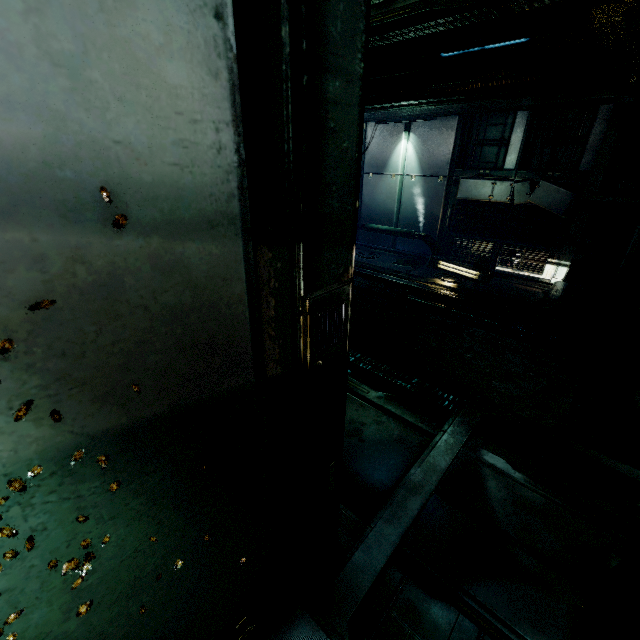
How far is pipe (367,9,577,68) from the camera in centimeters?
438cm

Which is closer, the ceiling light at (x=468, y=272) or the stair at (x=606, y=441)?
the stair at (x=606, y=441)

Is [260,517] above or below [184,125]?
below

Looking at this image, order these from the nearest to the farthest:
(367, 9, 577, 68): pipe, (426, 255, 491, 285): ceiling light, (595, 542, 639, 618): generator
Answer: (595, 542, 639, 618): generator, (367, 9, 577, 68): pipe, (426, 255, 491, 285): ceiling light

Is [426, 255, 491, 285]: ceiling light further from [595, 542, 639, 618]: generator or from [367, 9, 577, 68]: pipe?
[595, 542, 639, 618]: generator

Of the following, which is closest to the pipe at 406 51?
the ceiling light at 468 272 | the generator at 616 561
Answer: the ceiling light at 468 272

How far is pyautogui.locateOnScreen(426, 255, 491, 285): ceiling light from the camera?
8.9m

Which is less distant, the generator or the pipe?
the generator
